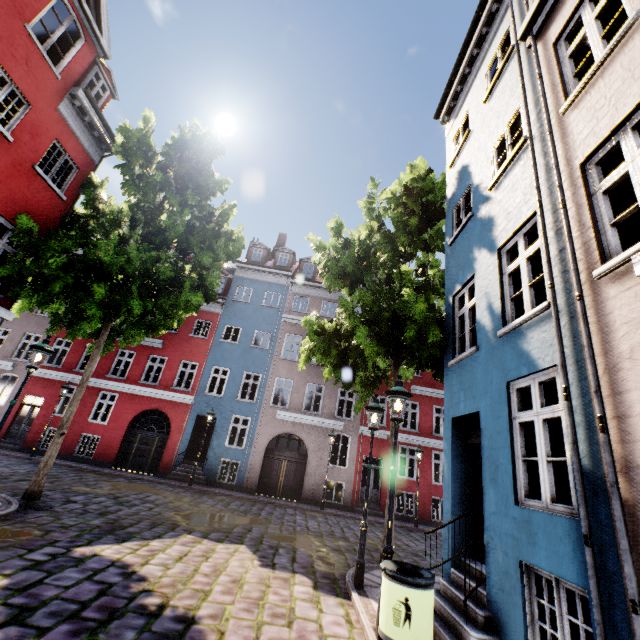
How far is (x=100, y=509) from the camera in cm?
919

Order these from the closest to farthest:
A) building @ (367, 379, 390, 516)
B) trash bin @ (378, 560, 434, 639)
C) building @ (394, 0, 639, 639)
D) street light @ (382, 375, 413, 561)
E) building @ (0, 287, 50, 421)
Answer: building @ (394, 0, 639, 639)
trash bin @ (378, 560, 434, 639)
street light @ (382, 375, 413, 561)
building @ (0, 287, 50, 421)
building @ (367, 379, 390, 516)

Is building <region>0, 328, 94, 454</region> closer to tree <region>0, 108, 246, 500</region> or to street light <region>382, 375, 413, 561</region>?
street light <region>382, 375, 413, 561</region>

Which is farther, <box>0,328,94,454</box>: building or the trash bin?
<box>0,328,94,454</box>: building

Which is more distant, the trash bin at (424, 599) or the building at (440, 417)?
the trash bin at (424, 599)

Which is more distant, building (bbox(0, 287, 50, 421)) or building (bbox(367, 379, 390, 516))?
building (bbox(367, 379, 390, 516))

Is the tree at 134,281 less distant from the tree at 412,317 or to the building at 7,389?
the building at 7,389

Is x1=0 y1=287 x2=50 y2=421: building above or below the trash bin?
above
